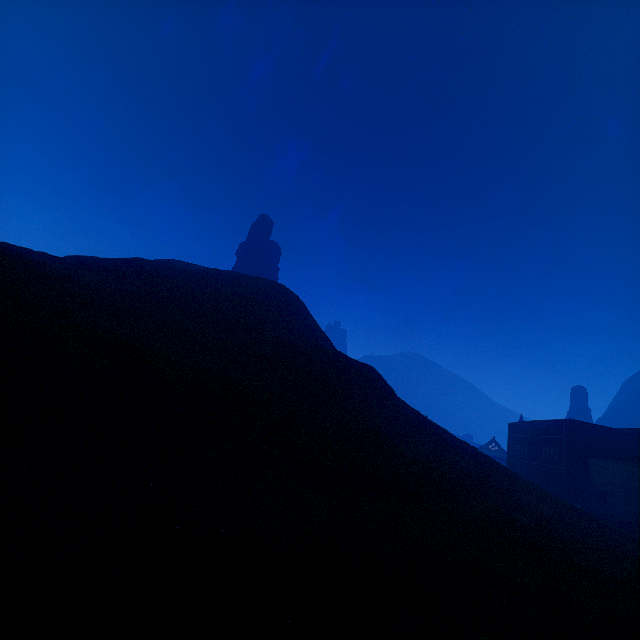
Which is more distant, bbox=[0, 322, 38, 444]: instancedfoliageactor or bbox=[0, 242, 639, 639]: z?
bbox=[0, 322, 38, 444]: instancedfoliageactor

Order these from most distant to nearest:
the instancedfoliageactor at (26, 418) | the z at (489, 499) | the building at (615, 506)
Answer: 1. the building at (615, 506)
2. the instancedfoliageactor at (26, 418)
3. the z at (489, 499)

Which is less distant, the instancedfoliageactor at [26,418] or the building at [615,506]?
the instancedfoliageactor at [26,418]

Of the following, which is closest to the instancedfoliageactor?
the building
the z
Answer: the z

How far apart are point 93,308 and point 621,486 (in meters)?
54.20

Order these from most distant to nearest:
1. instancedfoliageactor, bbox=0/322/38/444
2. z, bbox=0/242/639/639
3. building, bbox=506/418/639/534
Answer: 1. building, bbox=506/418/639/534
2. instancedfoliageactor, bbox=0/322/38/444
3. z, bbox=0/242/639/639

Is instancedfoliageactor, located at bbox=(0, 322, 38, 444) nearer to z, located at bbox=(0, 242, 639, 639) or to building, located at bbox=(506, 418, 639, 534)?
z, located at bbox=(0, 242, 639, 639)
